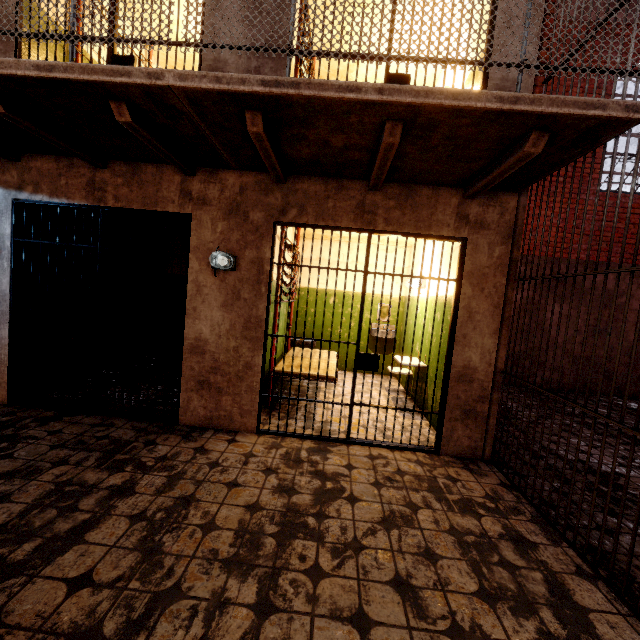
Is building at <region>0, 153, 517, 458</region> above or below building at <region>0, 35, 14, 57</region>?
below

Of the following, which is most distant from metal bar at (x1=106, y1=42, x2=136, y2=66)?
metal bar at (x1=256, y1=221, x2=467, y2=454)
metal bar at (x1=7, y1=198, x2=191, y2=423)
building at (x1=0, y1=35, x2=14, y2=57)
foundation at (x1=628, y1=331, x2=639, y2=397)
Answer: foundation at (x1=628, y1=331, x2=639, y2=397)

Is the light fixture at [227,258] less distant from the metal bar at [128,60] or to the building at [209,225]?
the building at [209,225]

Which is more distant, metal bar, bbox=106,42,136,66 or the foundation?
the foundation

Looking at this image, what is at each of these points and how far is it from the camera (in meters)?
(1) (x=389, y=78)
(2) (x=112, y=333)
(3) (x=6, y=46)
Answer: (1) metal bar, 3.38
(2) metal bar, 3.74
(3) building, 3.50

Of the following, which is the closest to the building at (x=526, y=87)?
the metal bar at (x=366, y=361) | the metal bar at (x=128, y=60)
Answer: the metal bar at (x=128, y=60)

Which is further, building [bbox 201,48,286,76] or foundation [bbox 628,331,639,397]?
foundation [bbox 628,331,639,397]
